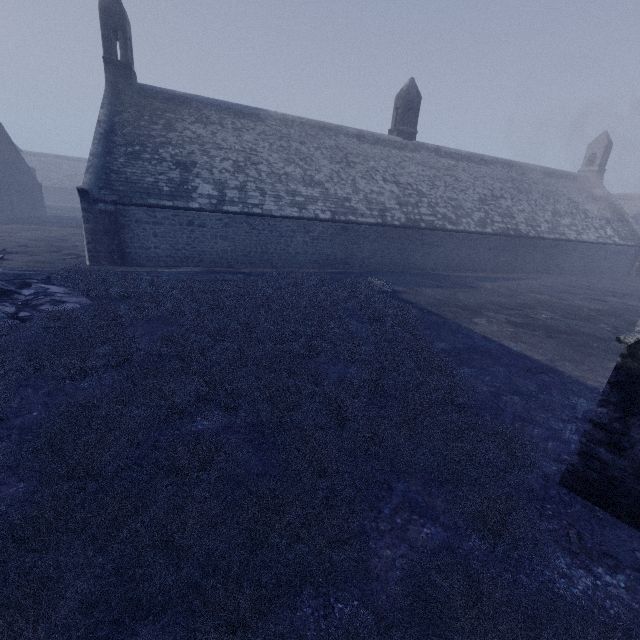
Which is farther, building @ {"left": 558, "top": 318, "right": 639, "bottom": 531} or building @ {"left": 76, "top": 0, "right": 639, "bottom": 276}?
building @ {"left": 76, "top": 0, "right": 639, "bottom": 276}

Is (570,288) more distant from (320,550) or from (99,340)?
(99,340)

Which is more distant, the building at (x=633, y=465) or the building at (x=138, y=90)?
the building at (x=138, y=90)
